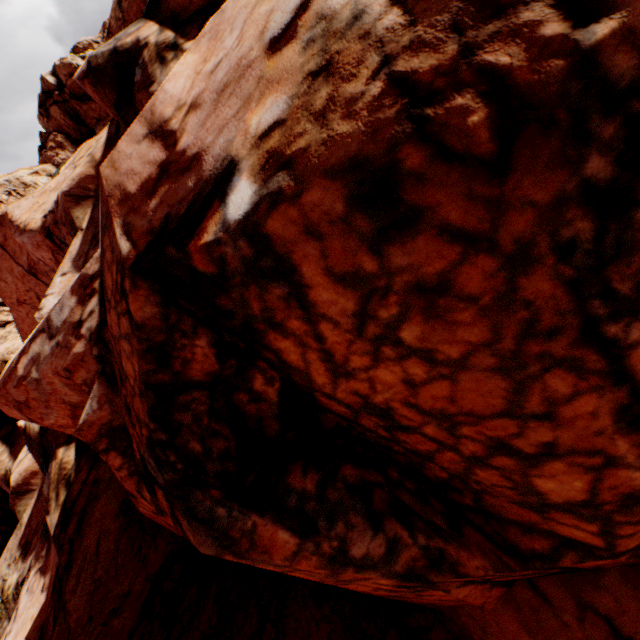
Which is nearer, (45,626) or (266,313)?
(266,313)
